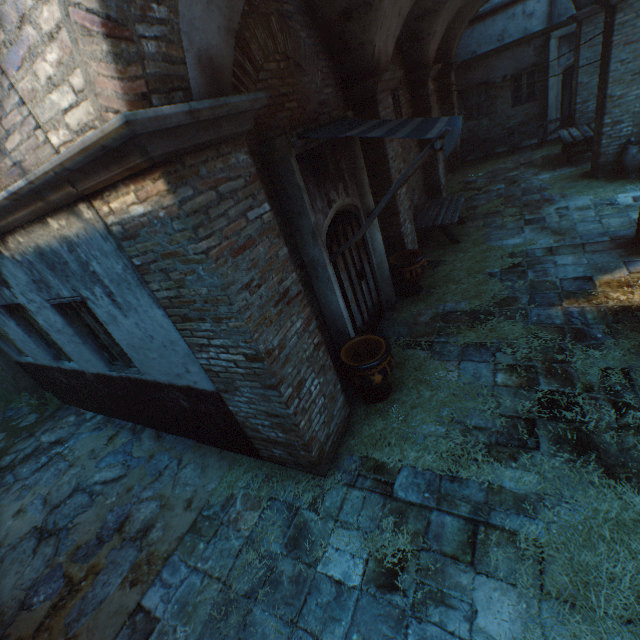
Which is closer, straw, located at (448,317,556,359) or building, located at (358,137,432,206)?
straw, located at (448,317,556,359)

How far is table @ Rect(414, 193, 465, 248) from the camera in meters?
8.0 m

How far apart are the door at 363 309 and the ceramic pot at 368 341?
0.59m

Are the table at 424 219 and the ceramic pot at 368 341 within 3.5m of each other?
no

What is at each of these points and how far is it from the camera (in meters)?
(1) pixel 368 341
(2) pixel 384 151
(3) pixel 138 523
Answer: (1) ceramic pot, 4.76
(2) building, 6.14
(3) ground stones, 4.30

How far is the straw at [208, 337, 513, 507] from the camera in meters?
3.8 m

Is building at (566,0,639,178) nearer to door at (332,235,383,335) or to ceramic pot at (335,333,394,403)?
ceramic pot at (335,333,394,403)

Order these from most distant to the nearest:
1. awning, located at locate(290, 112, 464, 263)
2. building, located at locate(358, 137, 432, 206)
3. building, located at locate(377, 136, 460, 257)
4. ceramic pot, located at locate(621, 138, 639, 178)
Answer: ceramic pot, located at locate(621, 138, 639, 178), building, located at locate(377, 136, 460, 257), building, located at locate(358, 137, 432, 206), awning, located at locate(290, 112, 464, 263)
